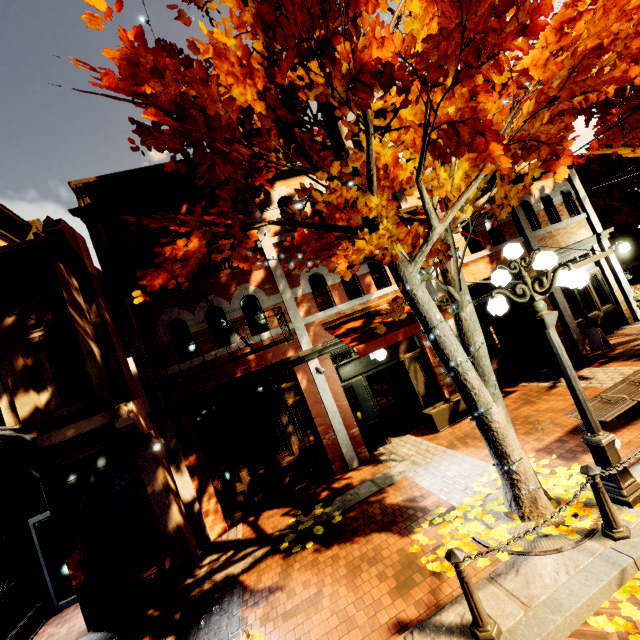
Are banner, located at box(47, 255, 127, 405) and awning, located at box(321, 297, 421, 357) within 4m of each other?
no

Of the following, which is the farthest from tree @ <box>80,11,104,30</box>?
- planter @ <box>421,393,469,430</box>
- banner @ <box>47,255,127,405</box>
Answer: planter @ <box>421,393,469,430</box>

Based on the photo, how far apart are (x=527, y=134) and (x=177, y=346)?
8.26m

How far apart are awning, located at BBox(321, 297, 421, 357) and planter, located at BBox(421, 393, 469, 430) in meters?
2.3 m

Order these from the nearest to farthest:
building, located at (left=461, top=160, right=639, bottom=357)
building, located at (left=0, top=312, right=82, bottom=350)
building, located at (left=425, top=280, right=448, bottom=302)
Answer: building, located at (left=0, top=312, right=82, bottom=350) → building, located at (left=425, top=280, right=448, bottom=302) → building, located at (left=461, top=160, right=639, bottom=357)

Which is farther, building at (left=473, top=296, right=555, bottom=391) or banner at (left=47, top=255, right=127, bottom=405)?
building at (left=473, top=296, right=555, bottom=391)

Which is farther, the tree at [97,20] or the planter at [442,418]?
the planter at [442,418]

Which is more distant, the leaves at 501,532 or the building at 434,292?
the building at 434,292
